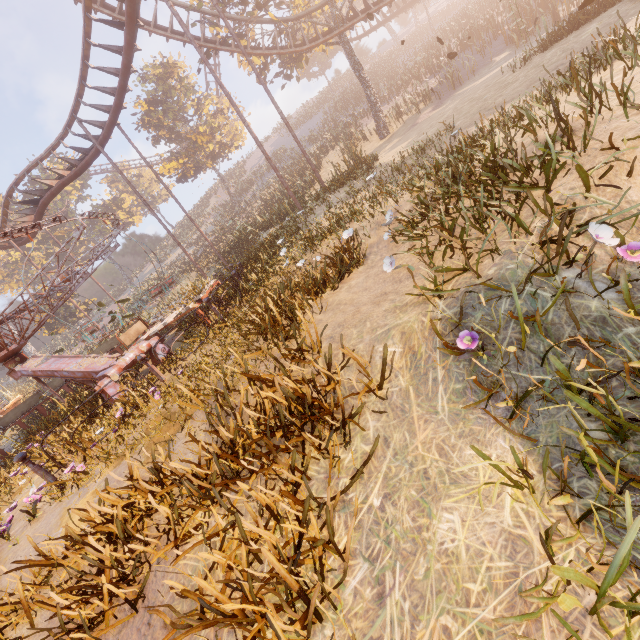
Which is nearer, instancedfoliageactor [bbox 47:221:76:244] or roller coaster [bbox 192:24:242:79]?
roller coaster [bbox 192:24:242:79]

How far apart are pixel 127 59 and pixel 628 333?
18.50m

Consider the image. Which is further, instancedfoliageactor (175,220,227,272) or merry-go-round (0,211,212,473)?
instancedfoliageactor (175,220,227,272)

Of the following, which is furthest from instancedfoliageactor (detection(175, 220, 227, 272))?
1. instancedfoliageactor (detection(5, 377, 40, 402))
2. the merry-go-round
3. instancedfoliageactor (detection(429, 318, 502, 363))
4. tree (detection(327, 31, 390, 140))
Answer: instancedfoliageactor (detection(429, 318, 502, 363))

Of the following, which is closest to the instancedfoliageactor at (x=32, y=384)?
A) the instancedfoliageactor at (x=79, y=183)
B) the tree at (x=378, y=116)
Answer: the instancedfoliageactor at (x=79, y=183)

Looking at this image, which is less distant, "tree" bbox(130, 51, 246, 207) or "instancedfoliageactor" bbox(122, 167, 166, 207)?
"tree" bbox(130, 51, 246, 207)

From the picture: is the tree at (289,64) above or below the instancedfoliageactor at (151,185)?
below
